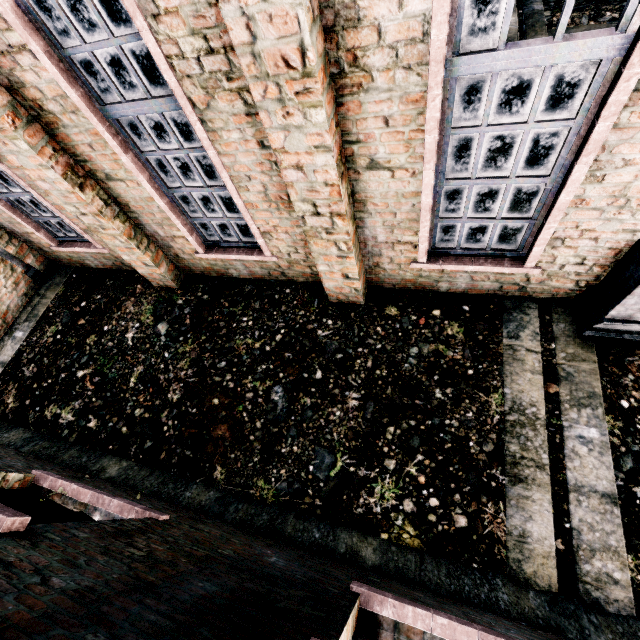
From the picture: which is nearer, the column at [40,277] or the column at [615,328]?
the column at [615,328]

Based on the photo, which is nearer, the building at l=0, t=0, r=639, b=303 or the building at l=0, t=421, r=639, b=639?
the building at l=0, t=421, r=639, b=639

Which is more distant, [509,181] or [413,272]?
[413,272]

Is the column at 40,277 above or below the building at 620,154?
below

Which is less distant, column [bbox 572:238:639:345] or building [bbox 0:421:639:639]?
building [bbox 0:421:639:639]

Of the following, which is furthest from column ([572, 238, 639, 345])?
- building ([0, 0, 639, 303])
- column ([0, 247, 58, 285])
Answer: column ([0, 247, 58, 285])

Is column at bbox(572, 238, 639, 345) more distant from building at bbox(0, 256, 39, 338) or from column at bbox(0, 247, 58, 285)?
column at bbox(0, 247, 58, 285)
